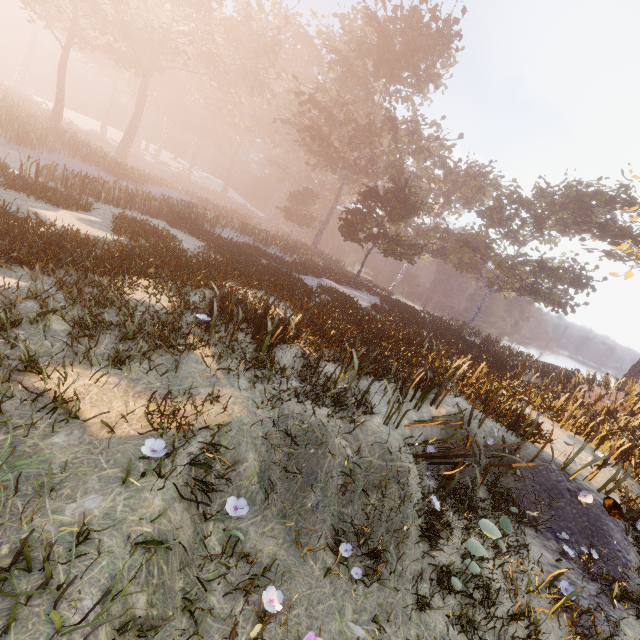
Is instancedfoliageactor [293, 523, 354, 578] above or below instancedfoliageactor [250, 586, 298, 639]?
below

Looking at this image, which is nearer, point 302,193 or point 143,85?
point 143,85

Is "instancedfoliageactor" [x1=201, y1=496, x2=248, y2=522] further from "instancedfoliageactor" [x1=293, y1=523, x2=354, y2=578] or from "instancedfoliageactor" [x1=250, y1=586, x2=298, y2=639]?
"instancedfoliageactor" [x1=293, y1=523, x2=354, y2=578]

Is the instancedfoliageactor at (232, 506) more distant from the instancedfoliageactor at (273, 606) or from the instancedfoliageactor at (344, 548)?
the instancedfoliageactor at (344, 548)

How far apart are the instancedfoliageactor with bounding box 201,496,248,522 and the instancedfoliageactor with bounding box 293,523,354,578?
1.4 meters

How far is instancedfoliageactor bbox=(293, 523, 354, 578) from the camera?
4.2 meters

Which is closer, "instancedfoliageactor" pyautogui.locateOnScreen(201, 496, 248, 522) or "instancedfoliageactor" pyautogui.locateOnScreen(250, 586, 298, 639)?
"instancedfoliageactor" pyautogui.locateOnScreen(250, 586, 298, 639)

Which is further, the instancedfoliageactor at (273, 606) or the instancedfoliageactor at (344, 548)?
the instancedfoliageactor at (344, 548)
